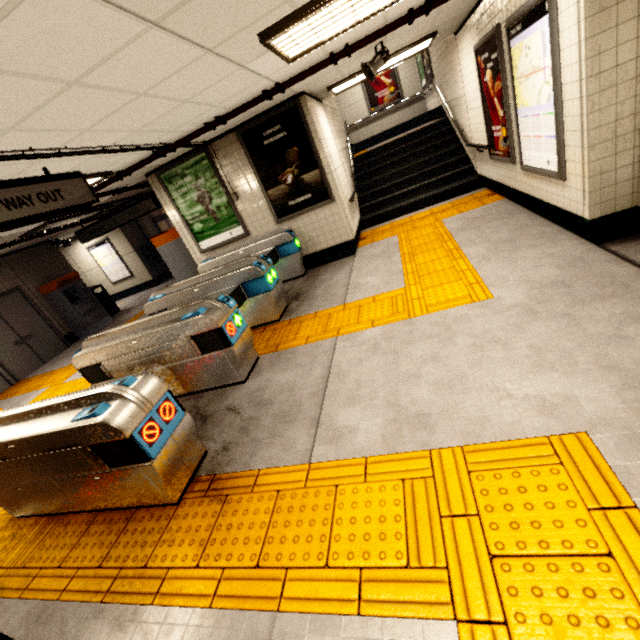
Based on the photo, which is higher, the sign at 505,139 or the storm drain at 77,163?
the storm drain at 77,163

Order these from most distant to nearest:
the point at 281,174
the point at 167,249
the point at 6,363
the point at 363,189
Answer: the point at 363,189, the point at 6,363, the point at 167,249, the point at 281,174

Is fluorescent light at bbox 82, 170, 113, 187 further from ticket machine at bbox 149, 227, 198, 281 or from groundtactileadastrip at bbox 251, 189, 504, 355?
groundtactileadastrip at bbox 251, 189, 504, 355

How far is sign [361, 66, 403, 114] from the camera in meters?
11.6

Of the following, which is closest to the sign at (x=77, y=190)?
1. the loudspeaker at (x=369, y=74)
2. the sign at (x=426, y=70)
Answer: the loudspeaker at (x=369, y=74)

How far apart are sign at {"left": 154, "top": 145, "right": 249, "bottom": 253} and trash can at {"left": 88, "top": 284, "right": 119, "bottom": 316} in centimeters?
655cm

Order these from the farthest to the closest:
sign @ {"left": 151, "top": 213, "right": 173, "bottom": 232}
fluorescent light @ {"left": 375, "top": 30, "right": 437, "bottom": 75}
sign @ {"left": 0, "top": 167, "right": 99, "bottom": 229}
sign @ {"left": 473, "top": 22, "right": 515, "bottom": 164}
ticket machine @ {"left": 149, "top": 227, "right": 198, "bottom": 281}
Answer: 1. sign @ {"left": 151, "top": 213, "right": 173, "bottom": 232}
2. ticket machine @ {"left": 149, "top": 227, "right": 198, "bottom": 281}
3. fluorescent light @ {"left": 375, "top": 30, "right": 437, "bottom": 75}
4. sign @ {"left": 473, "top": 22, "right": 515, "bottom": 164}
5. sign @ {"left": 0, "top": 167, "right": 99, "bottom": 229}

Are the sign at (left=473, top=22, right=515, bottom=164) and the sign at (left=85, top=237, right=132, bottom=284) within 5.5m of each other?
no
